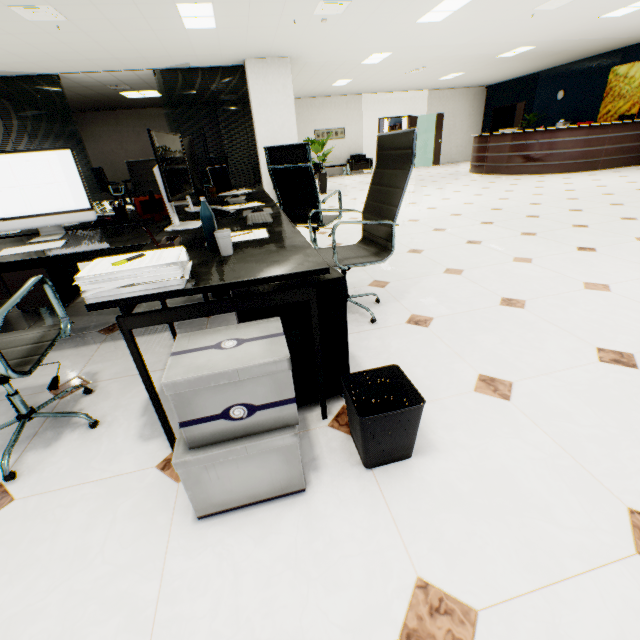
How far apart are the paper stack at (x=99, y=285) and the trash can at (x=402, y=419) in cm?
70

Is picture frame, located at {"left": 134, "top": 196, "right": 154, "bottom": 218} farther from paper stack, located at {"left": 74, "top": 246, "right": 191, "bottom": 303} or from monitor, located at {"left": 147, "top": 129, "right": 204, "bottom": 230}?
paper stack, located at {"left": 74, "top": 246, "right": 191, "bottom": 303}

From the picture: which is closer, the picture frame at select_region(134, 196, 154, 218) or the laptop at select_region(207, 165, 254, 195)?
the picture frame at select_region(134, 196, 154, 218)

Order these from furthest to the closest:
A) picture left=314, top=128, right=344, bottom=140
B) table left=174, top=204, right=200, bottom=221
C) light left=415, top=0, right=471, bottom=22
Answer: picture left=314, top=128, right=344, bottom=140
light left=415, top=0, right=471, bottom=22
table left=174, top=204, right=200, bottom=221

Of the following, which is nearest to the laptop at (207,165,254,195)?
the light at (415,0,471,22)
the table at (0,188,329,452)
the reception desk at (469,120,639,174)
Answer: the table at (0,188,329,452)

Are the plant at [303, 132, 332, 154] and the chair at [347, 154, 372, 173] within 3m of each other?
no

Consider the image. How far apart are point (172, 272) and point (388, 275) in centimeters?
235cm

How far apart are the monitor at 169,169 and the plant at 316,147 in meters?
6.9 m
